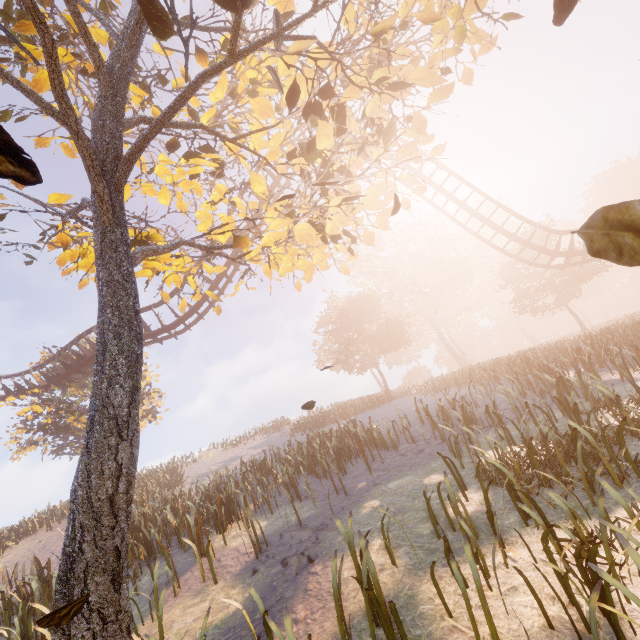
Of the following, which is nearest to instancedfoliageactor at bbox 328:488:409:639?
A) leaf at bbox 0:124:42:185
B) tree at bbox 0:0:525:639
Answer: tree at bbox 0:0:525:639

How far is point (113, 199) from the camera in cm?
353

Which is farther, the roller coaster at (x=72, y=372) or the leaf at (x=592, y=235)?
the roller coaster at (x=72, y=372)

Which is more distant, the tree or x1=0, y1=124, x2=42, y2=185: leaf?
the tree

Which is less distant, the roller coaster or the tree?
the tree

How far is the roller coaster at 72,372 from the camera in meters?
17.5 m

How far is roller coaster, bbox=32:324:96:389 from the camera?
17.5 meters

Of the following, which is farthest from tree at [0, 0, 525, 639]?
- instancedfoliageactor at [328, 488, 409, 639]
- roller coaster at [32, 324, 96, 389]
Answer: instancedfoliageactor at [328, 488, 409, 639]
